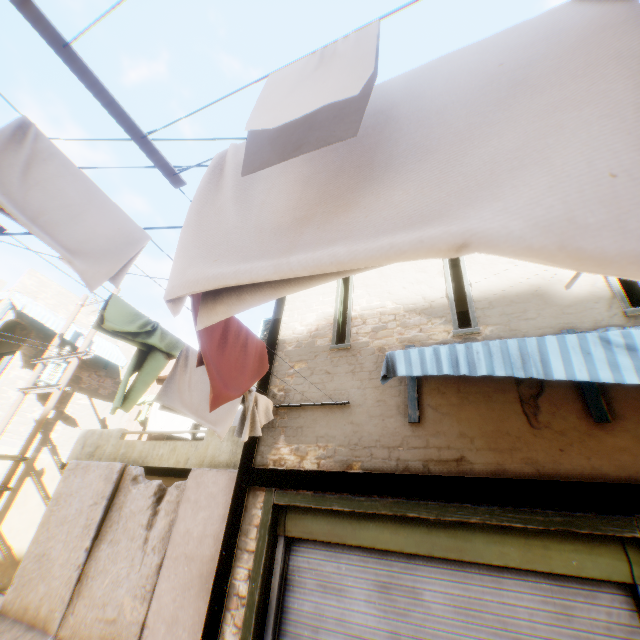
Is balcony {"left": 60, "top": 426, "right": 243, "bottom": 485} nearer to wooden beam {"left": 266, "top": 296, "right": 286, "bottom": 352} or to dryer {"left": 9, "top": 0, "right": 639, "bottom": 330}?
wooden beam {"left": 266, "top": 296, "right": 286, "bottom": 352}

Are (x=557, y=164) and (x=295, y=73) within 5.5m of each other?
yes

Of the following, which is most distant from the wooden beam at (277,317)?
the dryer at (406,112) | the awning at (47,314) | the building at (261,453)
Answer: the awning at (47,314)

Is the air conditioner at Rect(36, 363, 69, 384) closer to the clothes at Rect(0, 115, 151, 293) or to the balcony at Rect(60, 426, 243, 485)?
the balcony at Rect(60, 426, 243, 485)

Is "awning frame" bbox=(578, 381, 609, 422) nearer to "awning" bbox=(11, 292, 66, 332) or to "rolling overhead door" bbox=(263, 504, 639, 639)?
"rolling overhead door" bbox=(263, 504, 639, 639)

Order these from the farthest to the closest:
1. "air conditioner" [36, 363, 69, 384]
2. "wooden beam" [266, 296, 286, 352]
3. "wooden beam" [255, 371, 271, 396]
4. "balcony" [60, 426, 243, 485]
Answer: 1. "air conditioner" [36, 363, 69, 384]
2. "balcony" [60, 426, 243, 485]
3. "wooden beam" [266, 296, 286, 352]
4. "wooden beam" [255, 371, 271, 396]

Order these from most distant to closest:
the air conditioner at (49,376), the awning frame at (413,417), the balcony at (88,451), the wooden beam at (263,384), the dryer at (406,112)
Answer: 1. the air conditioner at (49,376)
2. the balcony at (88,451)
3. the wooden beam at (263,384)
4. the awning frame at (413,417)
5. the dryer at (406,112)

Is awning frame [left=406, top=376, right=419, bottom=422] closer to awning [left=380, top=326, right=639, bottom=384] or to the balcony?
awning [left=380, top=326, right=639, bottom=384]
